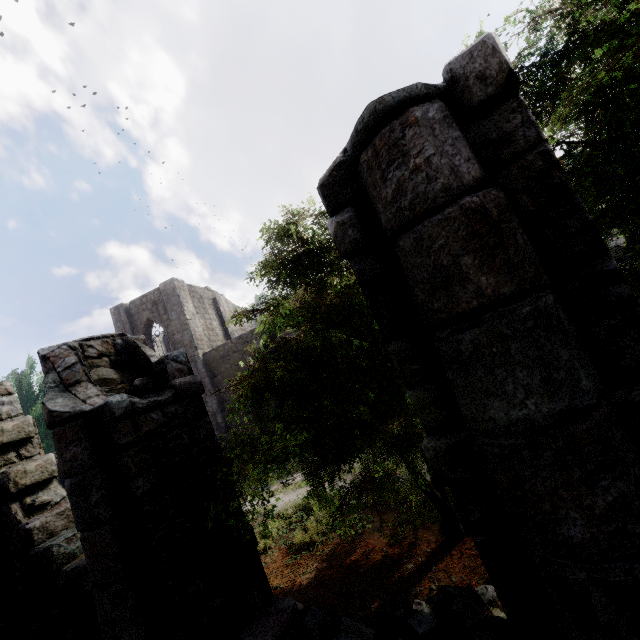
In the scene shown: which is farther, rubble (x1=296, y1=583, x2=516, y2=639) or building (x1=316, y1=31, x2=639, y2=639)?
rubble (x1=296, y1=583, x2=516, y2=639)

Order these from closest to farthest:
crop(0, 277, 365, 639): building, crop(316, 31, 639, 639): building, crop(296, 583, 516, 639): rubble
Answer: crop(316, 31, 639, 639): building → crop(0, 277, 365, 639): building → crop(296, 583, 516, 639): rubble

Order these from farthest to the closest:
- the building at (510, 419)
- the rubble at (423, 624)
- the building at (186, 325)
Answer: the rubble at (423, 624)
the building at (186, 325)
the building at (510, 419)

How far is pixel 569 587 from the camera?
1.6 meters

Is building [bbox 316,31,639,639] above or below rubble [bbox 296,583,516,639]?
above

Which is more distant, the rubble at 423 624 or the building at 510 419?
the rubble at 423 624

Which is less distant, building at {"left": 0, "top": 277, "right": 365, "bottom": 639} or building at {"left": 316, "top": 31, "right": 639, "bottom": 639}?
building at {"left": 316, "top": 31, "right": 639, "bottom": 639}
